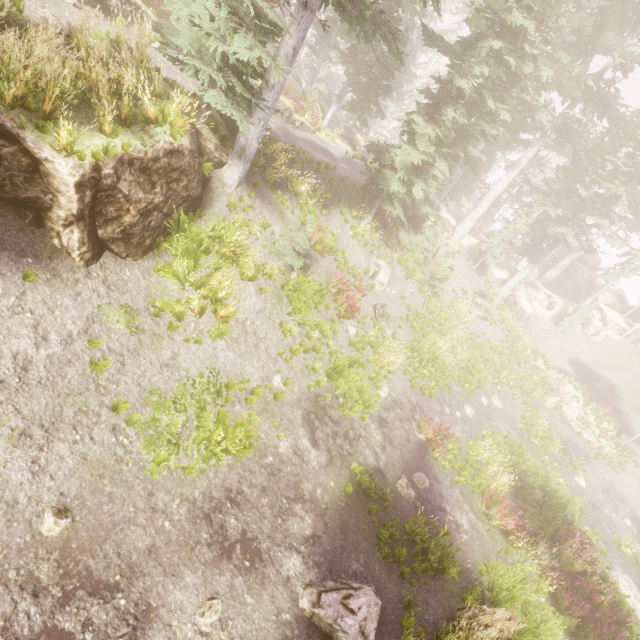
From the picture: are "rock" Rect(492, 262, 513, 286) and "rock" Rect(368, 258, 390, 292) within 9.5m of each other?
no

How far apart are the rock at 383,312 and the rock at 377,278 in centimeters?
84cm

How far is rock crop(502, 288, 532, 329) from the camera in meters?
30.8 m

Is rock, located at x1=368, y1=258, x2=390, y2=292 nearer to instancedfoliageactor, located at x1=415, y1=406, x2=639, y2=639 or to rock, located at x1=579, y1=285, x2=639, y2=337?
instancedfoliageactor, located at x1=415, y1=406, x2=639, y2=639

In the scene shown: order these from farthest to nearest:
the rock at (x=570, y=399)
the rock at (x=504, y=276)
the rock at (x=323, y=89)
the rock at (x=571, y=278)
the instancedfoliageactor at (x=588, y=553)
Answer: the rock at (x=571, y=278) < the rock at (x=504, y=276) < the rock at (x=570, y=399) < the rock at (x=323, y=89) < the instancedfoliageactor at (x=588, y=553)

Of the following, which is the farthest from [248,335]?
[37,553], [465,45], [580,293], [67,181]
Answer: [580,293]

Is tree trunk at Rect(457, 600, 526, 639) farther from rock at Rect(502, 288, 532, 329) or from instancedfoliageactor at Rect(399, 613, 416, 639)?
rock at Rect(502, 288, 532, 329)

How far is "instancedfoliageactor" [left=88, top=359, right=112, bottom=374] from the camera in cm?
604
